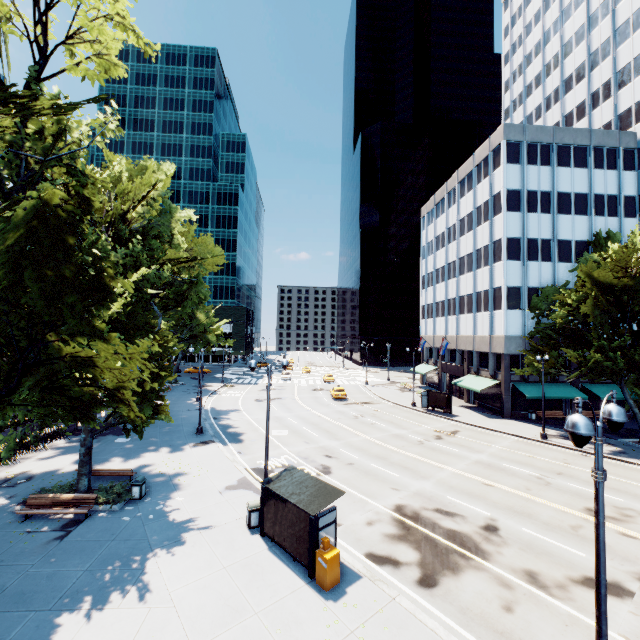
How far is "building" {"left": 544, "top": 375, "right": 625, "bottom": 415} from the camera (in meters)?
33.28

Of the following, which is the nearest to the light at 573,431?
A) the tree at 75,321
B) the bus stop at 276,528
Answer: the bus stop at 276,528

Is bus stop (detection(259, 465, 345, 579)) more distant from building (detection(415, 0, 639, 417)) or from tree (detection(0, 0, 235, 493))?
building (detection(415, 0, 639, 417))

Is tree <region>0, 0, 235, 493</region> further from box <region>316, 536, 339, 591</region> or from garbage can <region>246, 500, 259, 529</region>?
box <region>316, 536, 339, 591</region>

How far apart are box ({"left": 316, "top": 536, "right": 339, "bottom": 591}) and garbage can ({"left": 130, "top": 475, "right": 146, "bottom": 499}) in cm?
1026

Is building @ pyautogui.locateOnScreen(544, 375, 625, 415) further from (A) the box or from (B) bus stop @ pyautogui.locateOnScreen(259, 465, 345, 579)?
(A) the box

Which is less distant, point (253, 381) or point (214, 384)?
point (214, 384)

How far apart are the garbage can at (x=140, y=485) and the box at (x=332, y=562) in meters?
10.3 m
